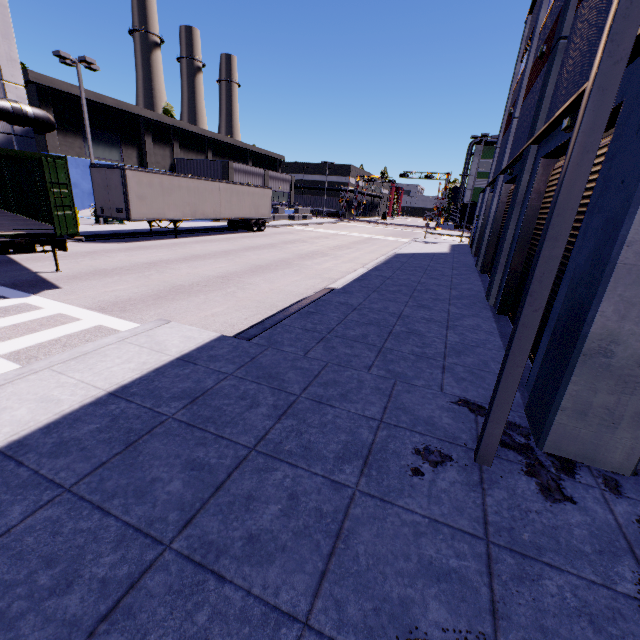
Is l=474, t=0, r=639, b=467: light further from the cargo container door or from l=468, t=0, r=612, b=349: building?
the cargo container door

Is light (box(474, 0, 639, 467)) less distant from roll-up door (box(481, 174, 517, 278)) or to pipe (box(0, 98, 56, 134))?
roll-up door (box(481, 174, 517, 278))

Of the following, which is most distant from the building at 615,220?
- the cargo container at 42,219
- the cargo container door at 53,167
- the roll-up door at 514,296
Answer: the cargo container door at 53,167

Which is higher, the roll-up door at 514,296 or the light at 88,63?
the light at 88,63

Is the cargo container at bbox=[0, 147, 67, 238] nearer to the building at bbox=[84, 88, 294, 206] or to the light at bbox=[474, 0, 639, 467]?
the building at bbox=[84, 88, 294, 206]

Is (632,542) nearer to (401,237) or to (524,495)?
(524,495)

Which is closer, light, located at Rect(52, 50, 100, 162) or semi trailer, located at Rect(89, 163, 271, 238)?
semi trailer, located at Rect(89, 163, 271, 238)

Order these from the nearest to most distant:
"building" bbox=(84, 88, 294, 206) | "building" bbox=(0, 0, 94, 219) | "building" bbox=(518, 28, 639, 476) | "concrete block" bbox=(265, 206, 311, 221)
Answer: "building" bbox=(518, 28, 639, 476), "building" bbox=(0, 0, 94, 219), "building" bbox=(84, 88, 294, 206), "concrete block" bbox=(265, 206, 311, 221)
